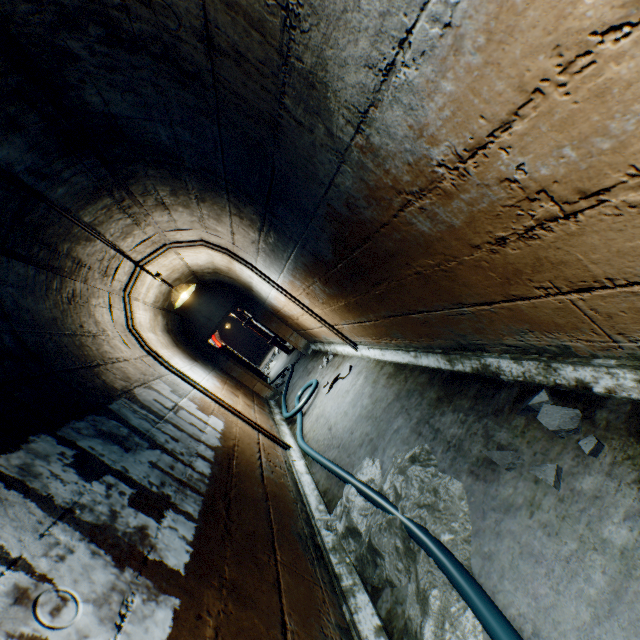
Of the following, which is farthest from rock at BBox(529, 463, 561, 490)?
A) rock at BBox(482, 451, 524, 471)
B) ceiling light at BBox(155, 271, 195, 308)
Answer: ceiling light at BBox(155, 271, 195, 308)

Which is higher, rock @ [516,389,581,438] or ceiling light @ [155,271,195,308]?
ceiling light @ [155,271,195,308]

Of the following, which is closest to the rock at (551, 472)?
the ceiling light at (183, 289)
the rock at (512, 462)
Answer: the rock at (512, 462)

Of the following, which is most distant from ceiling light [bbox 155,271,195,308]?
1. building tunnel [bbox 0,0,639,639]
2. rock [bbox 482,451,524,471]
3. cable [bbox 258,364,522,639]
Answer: rock [bbox 482,451,524,471]

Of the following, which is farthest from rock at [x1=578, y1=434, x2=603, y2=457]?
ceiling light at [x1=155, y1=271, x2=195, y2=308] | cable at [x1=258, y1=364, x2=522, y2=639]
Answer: ceiling light at [x1=155, y1=271, x2=195, y2=308]

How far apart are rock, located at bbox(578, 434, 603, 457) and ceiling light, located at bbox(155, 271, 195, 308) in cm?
419

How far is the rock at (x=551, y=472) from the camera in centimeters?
140cm

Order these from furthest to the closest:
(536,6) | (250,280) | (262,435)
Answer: (250,280) < (262,435) < (536,6)
